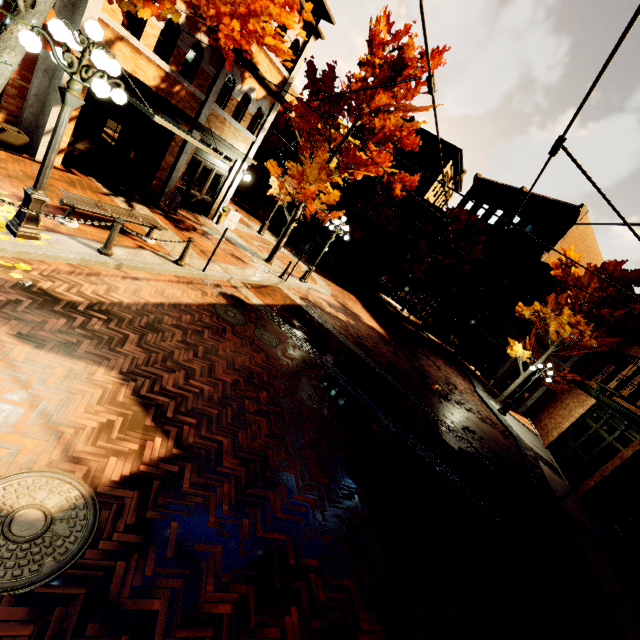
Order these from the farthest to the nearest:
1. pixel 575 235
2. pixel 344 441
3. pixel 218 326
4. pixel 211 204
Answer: pixel 575 235, pixel 211 204, pixel 218 326, pixel 344 441

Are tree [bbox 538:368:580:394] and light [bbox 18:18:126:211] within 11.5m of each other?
no

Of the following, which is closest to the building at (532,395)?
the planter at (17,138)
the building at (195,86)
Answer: the building at (195,86)

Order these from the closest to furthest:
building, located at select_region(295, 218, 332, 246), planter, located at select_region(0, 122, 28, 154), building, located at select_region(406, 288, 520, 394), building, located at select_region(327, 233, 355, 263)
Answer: planter, located at select_region(0, 122, 28, 154) → building, located at select_region(406, 288, 520, 394) → building, located at select_region(327, 233, 355, 263) → building, located at select_region(295, 218, 332, 246)

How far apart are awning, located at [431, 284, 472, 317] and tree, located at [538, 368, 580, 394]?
8.7m

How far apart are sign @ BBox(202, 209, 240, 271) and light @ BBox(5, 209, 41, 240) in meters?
3.3

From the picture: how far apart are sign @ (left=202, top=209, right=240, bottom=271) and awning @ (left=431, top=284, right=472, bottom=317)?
20.73m

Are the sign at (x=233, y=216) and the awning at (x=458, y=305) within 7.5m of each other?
no
